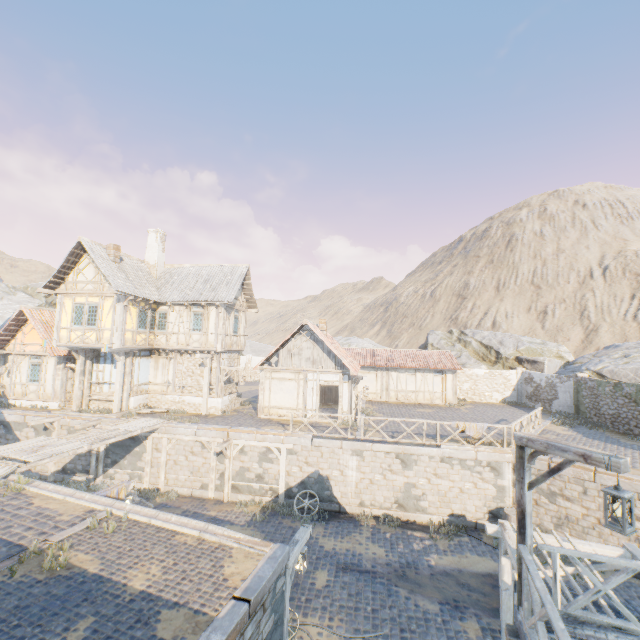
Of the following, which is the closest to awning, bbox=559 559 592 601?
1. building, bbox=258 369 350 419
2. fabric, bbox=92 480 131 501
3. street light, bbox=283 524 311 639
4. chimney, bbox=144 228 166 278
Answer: street light, bbox=283 524 311 639

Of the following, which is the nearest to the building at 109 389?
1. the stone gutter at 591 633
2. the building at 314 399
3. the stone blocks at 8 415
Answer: the stone blocks at 8 415

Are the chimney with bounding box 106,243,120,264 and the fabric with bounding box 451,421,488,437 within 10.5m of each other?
no

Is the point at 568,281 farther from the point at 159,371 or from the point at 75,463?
the point at 75,463

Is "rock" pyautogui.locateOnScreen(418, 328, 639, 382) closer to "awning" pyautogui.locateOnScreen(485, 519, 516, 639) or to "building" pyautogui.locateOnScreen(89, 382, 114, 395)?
"building" pyautogui.locateOnScreen(89, 382, 114, 395)

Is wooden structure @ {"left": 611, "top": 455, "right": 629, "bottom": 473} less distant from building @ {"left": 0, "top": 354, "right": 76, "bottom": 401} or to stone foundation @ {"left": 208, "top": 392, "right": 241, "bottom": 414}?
stone foundation @ {"left": 208, "top": 392, "right": 241, "bottom": 414}

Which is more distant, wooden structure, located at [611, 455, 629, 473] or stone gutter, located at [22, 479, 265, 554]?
stone gutter, located at [22, 479, 265, 554]

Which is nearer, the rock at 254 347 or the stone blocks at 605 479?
the stone blocks at 605 479
